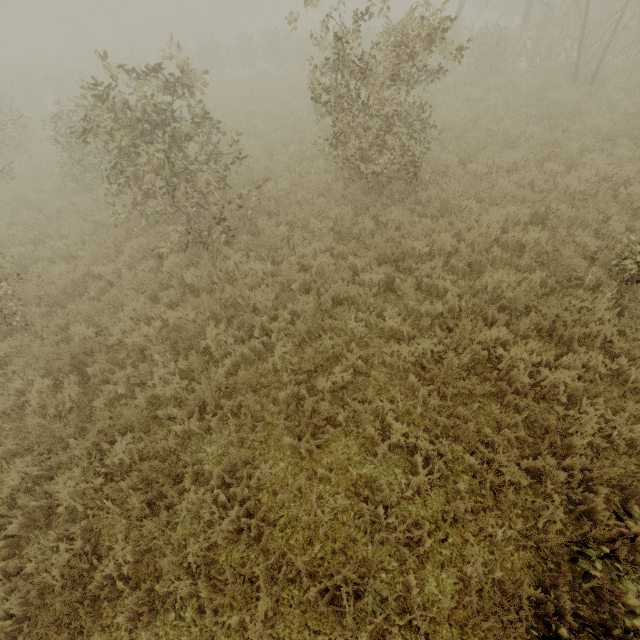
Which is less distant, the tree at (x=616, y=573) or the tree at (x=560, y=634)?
the tree at (x=616, y=573)

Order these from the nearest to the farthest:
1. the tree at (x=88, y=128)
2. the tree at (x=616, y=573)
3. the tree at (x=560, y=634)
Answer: the tree at (x=616, y=573)
the tree at (x=560, y=634)
the tree at (x=88, y=128)

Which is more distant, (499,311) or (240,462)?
(499,311)

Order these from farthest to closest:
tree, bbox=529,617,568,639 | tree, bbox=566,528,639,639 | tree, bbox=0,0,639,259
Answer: tree, bbox=0,0,639,259 < tree, bbox=529,617,568,639 < tree, bbox=566,528,639,639

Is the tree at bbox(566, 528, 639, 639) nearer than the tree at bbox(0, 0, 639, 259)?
Yes
